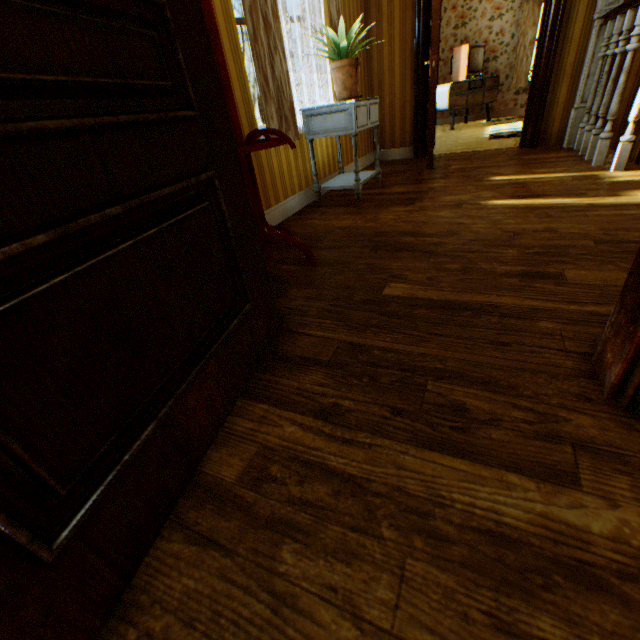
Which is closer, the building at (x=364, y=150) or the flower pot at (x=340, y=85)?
the flower pot at (x=340, y=85)

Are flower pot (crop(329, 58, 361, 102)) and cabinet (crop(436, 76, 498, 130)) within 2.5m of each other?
no

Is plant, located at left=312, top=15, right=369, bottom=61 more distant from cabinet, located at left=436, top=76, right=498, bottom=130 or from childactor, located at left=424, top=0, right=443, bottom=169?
cabinet, located at left=436, top=76, right=498, bottom=130

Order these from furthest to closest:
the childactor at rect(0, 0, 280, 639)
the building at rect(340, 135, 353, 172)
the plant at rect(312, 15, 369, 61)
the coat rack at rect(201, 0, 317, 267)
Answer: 1. the building at rect(340, 135, 353, 172)
2. the plant at rect(312, 15, 369, 61)
3. the coat rack at rect(201, 0, 317, 267)
4. the childactor at rect(0, 0, 280, 639)

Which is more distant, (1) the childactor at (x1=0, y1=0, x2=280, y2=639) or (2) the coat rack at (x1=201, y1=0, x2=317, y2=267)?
(2) the coat rack at (x1=201, y1=0, x2=317, y2=267)

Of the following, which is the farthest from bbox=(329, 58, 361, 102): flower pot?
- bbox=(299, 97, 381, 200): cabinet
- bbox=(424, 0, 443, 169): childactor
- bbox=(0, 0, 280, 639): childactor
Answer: bbox=(0, 0, 280, 639): childactor

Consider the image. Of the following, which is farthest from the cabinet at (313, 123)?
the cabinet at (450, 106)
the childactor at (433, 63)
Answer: the cabinet at (450, 106)

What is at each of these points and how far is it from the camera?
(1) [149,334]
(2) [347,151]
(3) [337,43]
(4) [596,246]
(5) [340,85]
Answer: (1) childactor, 0.8 meters
(2) building, 4.3 meters
(3) plant, 2.8 meters
(4) building, 1.8 meters
(5) flower pot, 3.0 meters
